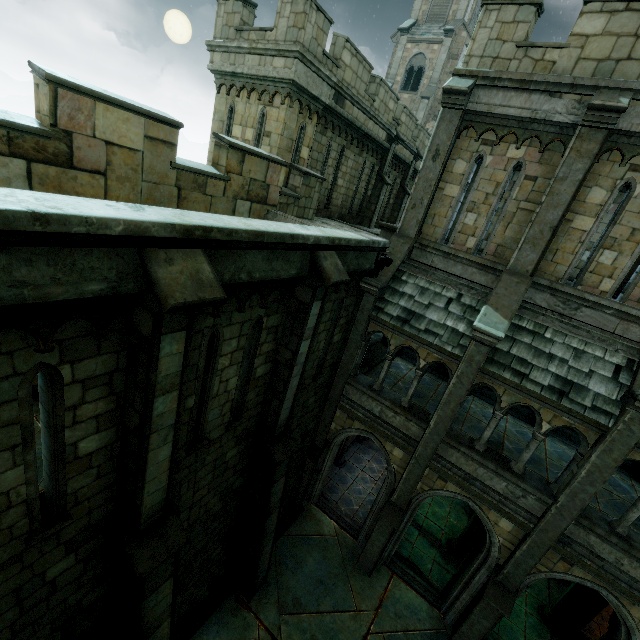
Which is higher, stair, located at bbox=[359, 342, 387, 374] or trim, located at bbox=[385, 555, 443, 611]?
stair, located at bbox=[359, 342, 387, 374]

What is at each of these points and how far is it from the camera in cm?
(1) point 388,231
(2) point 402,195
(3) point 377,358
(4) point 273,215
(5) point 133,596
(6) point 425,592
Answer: (1) wall trim, 1317
(2) stone column, 1966
(3) stair, 1405
(4) trim, 977
(5) stone column, 527
(6) trim, 1076

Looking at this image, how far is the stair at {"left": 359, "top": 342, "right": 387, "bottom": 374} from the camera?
12.9m

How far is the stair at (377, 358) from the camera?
12.9m

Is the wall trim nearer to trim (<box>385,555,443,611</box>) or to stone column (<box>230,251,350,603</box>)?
stone column (<box>230,251,350,603</box>)

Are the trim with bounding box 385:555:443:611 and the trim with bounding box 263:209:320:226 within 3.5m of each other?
no

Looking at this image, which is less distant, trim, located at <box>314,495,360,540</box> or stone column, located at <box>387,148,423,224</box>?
trim, located at <box>314,495,360,540</box>

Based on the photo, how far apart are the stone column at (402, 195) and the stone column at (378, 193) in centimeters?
252cm
